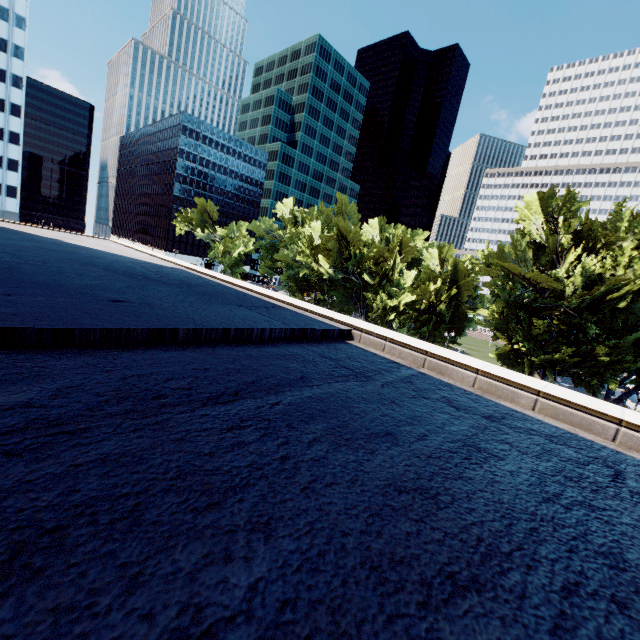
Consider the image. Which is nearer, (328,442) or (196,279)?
(328,442)

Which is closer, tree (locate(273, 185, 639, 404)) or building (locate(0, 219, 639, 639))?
building (locate(0, 219, 639, 639))

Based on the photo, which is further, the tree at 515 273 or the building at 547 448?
the tree at 515 273
